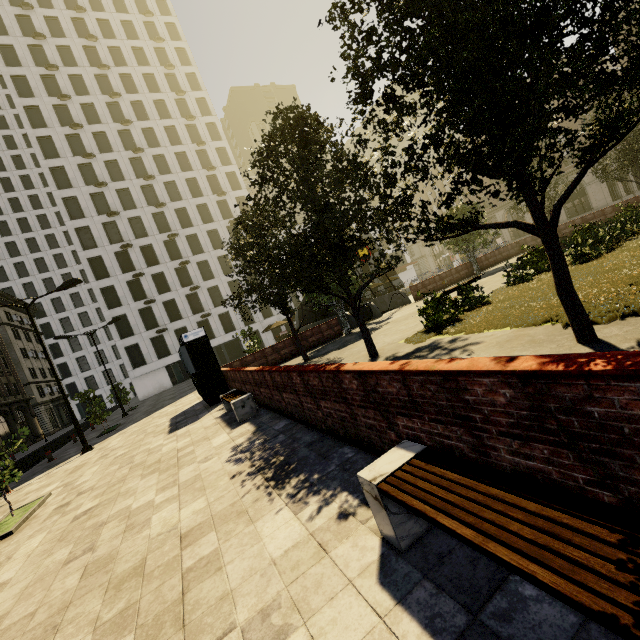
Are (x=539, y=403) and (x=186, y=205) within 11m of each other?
no

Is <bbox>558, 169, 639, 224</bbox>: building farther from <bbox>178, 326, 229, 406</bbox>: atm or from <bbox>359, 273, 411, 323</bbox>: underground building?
<bbox>359, 273, 411, 323</bbox>: underground building

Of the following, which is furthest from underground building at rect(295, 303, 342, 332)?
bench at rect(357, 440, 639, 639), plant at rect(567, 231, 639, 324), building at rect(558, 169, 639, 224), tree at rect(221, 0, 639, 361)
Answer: building at rect(558, 169, 639, 224)

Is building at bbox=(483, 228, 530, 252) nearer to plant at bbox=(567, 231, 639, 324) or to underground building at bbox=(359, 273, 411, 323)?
plant at bbox=(567, 231, 639, 324)

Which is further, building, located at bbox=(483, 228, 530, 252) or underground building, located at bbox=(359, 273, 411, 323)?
building, located at bbox=(483, 228, 530, 252)

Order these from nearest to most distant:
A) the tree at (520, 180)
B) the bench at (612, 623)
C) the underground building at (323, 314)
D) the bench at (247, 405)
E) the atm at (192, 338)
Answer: the bench at (612, 623), the tree at (520, 180), the bench at (247, 405), the atm at (192, 338), the underground building at (323, 314)

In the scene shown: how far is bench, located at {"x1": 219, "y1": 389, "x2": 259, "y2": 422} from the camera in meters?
8.9 m

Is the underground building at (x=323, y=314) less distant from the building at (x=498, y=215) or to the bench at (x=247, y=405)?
the bench at (x=247, y=405)
